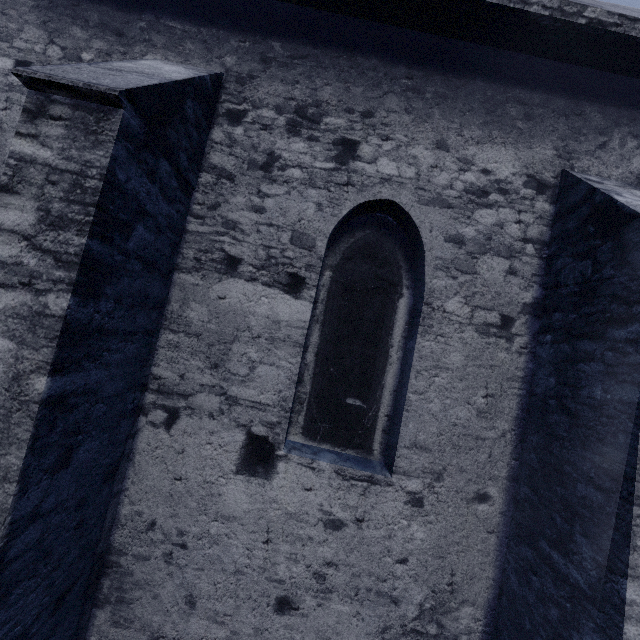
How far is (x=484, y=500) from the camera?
3.07m
